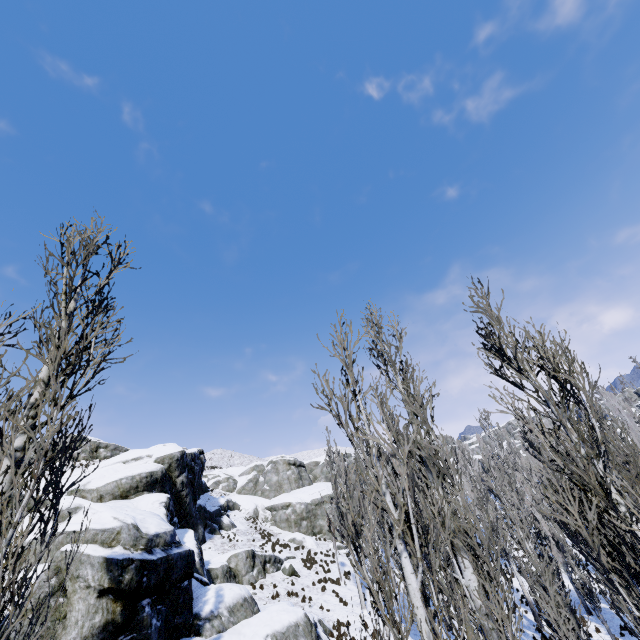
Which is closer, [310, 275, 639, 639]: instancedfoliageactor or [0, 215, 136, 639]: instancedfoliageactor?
[0, 215, 136, 639]: instancedfoliageactor

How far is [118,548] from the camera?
10.86m

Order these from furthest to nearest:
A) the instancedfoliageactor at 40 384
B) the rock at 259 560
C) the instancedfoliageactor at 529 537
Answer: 1. the rock at 259 560
2. the instancedfoliageactor at 529 537
3. the instancedfoliageactor at 40 384

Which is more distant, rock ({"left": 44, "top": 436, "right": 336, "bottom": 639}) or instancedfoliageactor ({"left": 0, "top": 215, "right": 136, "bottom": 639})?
rock ({"left": 44, "top": 436, "right": 336, "bottom": 639})

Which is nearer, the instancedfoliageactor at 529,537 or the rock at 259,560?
the instancedfoliageactor at 529,537

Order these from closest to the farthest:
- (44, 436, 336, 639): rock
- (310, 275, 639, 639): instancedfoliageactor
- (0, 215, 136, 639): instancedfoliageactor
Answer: (0, 215, 136, 639): instancedfoliageactor < (310, 275, 639, 639): instancedfoliageactor < (44, 436, 336, 639): rock
